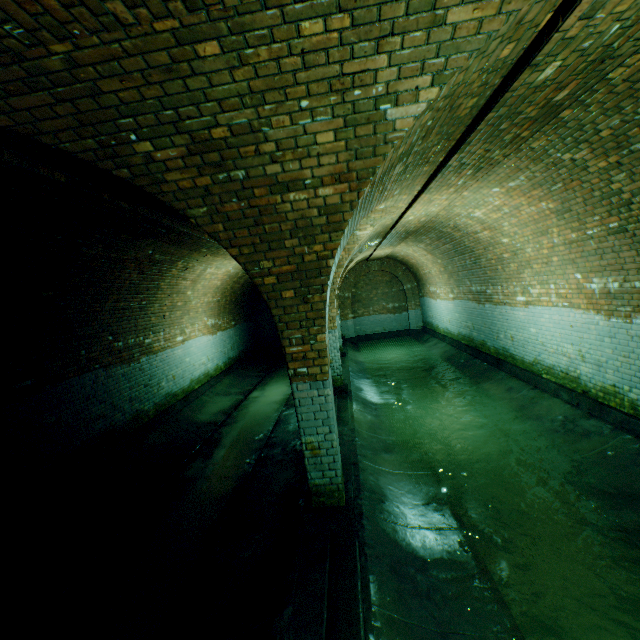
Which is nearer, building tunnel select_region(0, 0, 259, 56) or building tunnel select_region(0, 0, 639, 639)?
building tunnel select_region(0, 0, 259, 56)

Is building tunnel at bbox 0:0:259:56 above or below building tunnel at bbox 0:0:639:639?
above

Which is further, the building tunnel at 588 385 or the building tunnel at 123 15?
the building tunnel at 588 385

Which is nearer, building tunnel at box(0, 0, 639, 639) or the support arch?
the support arch

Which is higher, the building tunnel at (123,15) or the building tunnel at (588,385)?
the building tunnel at (123,15)

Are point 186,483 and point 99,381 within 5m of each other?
yes

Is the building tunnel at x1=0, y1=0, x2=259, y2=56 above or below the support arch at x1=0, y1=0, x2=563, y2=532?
above
